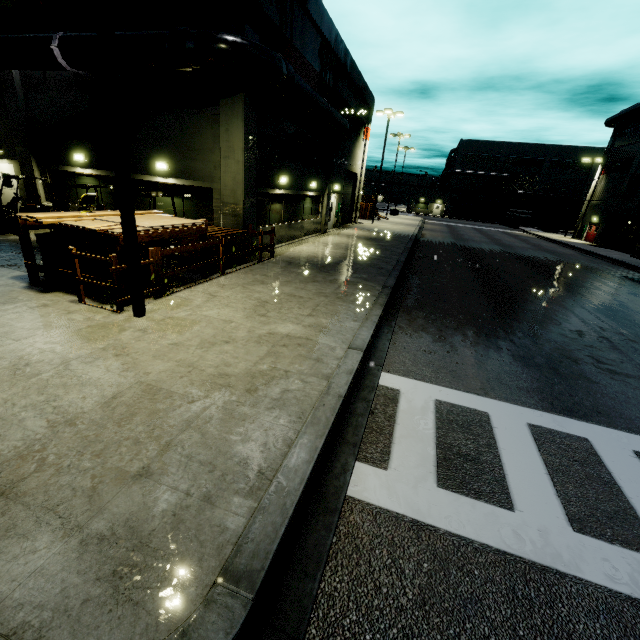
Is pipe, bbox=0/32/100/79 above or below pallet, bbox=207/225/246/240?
above

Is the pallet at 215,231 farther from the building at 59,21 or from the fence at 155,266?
the building at 59,21

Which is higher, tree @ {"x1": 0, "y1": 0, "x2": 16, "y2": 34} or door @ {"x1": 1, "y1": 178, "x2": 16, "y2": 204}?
tree @ {"x1": 0, "y1": 0, "x2": 16, "y2": 34}

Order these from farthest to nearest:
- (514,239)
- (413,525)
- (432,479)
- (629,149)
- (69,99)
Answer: (514,239), (629,149), (69,99), (432,479), (413,525)

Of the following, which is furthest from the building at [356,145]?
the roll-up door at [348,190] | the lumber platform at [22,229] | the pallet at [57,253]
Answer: the pallet at [57,253]

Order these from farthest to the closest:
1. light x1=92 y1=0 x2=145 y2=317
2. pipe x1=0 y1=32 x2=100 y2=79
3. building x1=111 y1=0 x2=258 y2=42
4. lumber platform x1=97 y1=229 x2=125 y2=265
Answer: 1. pipe x1=0 y1=32 x2=100 y2=79
2. building x1=111 y1=0 x2=258 y2=42
3. lumber platform x1=97 y1=229 x2=125 y2=265
4. light x1=92 y1=0 x2=145 y2=317

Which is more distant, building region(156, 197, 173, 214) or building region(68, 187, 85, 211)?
building region(68, 187, 85, 211)

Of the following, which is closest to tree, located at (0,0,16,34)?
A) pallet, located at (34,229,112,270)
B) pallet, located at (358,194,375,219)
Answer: pallet, located at (34,229,112,270)
